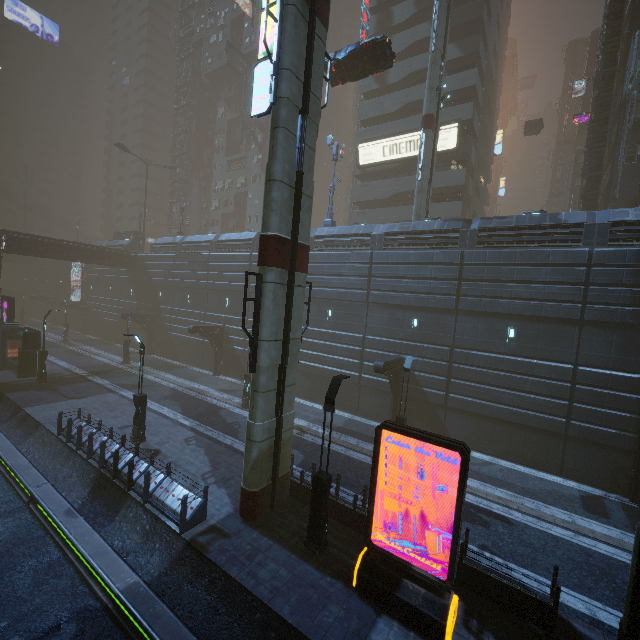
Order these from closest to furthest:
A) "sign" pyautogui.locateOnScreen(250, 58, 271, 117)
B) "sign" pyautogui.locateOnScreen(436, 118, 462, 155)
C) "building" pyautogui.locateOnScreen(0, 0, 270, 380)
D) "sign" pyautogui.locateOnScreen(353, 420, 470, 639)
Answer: "sign" pyautogui.locateOnScreen(353, 420, 470, 639), "sign" pyautogui.locateOnScreen(250, 58, 271, 117), "sign" pyautogui.locateOnScreen(436, 118, 462, 155), "building" pyautogui.locateOnScreen(0, 0, 270, 380)

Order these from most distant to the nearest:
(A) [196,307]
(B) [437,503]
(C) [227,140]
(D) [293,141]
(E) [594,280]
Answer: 1. (C) [227,140]
2. (A) [196,307]
3. (E) [594,280]
4. (B) [437,503]
5. (D) [293,141]

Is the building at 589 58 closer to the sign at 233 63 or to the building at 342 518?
the building at 342 518

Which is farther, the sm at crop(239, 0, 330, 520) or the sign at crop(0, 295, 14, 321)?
the sign at crop(0, 295, 14, 321)

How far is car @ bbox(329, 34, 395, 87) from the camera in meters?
17.8 m

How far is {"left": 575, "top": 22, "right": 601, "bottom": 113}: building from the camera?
41.6m

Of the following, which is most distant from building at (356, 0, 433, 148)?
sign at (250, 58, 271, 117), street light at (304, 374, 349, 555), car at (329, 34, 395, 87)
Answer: car at (329, 34, 395, 87)

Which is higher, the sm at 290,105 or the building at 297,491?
the sm at 290,105
